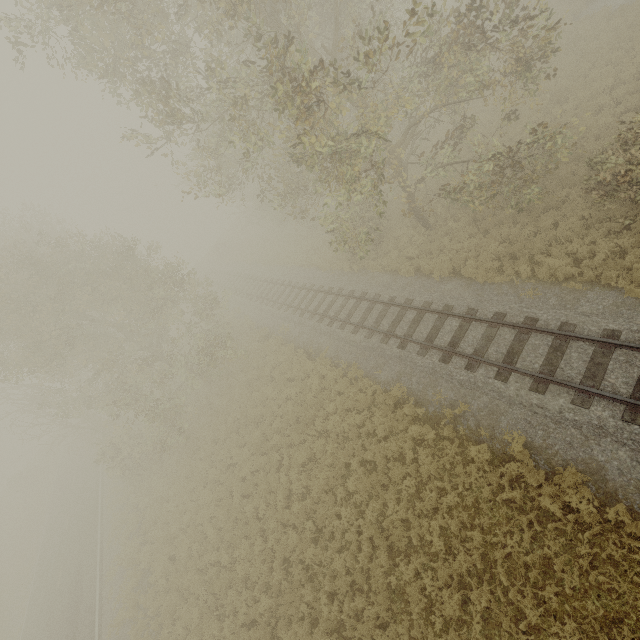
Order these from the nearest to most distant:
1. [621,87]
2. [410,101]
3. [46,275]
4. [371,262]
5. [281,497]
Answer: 1. [410,101]
2. [281,497]
3. [621,87]
4. [46,275]
5. [371,262]
